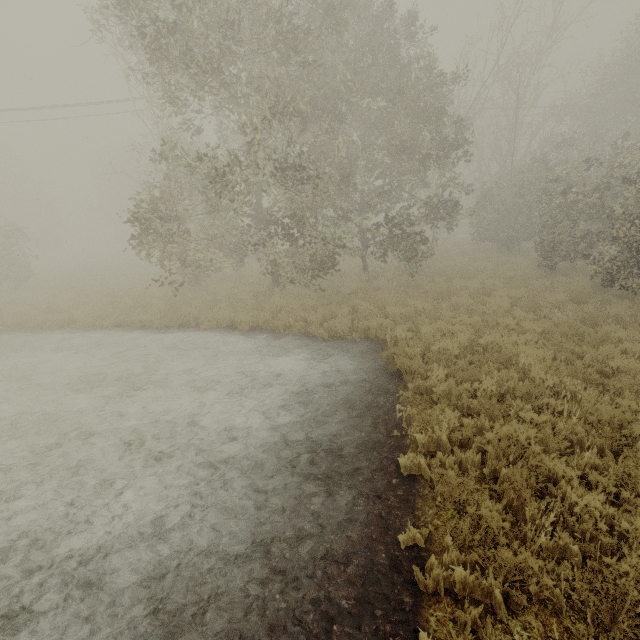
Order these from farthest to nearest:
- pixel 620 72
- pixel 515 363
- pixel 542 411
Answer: pixel 620 72 < pixel 515 363 < pixel 542 411
